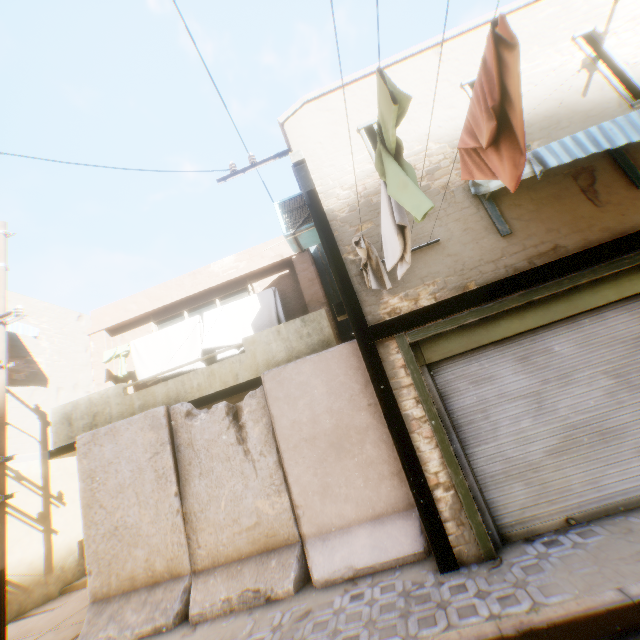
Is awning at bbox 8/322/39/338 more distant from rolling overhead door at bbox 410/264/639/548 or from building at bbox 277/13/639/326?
rolling overhead door at bbox 410/264/639/548

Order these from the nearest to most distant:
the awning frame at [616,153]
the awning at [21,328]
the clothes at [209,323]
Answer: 1. the awning frame at [616,153]
2. the clothes at [209,323]
3. the awning at [21,328]

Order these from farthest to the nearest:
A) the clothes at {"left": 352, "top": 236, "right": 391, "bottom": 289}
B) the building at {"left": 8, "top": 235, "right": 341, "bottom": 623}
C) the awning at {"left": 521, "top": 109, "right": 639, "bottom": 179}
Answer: the building at {"left": 8, "top": 235, "right": 341, "bottom": 623} < the clothes at {"left": 352, "top": 236, "right": 391, "bottom": 289} < the awning at {"left": 521, "top": 109, "right": 639, "bottom": 179}

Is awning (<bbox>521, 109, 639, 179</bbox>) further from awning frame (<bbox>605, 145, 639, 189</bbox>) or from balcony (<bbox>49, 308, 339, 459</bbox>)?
balcony (<bbox>49, 308, 339, 459</bbox>)

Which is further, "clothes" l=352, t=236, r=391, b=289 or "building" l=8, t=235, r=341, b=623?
"building" l=8, t=235, r=341, b=623

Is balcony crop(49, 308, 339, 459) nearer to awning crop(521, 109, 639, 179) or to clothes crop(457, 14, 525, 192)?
clothes crop(457, 14, 525, 192)

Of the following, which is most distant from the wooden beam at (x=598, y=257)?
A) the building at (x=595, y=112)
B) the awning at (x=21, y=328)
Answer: the awning at (x=21, y=328)

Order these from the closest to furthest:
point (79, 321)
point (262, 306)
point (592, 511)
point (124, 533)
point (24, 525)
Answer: point (592, 511) < point (124, 533) < point (262, 306) < point (24, 525) < point (79, 321)
